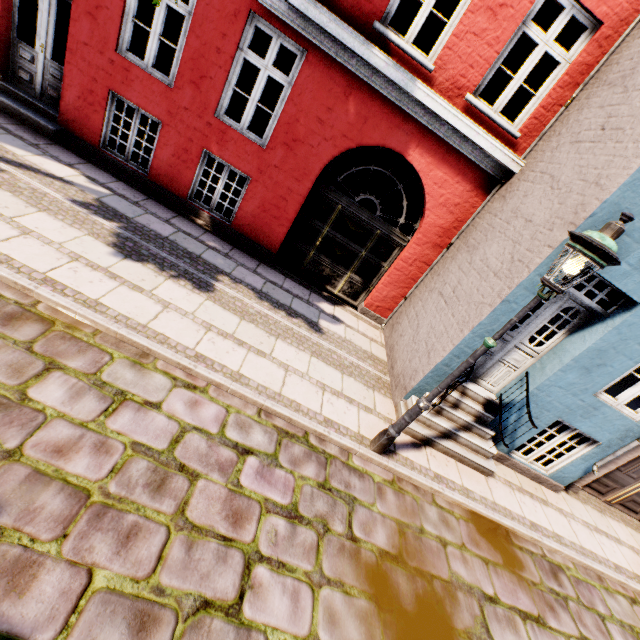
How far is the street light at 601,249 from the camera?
2.9m

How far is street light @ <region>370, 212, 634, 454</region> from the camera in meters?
2.9 m

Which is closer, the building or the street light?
the street light

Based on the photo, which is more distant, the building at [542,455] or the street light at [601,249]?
the building at [542,455]

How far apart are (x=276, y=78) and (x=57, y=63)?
4.44m
